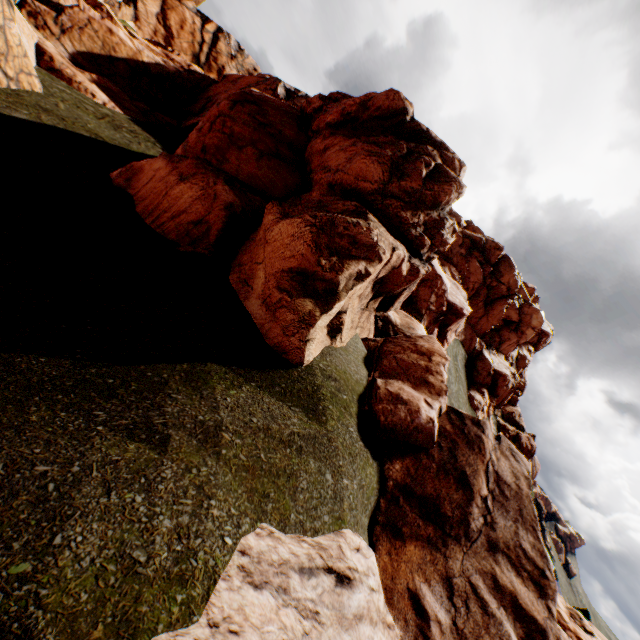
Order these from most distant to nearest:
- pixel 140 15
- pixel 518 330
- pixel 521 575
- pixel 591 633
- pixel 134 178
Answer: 1. pixel 518 330
2. pixel 140 15
3. pixel 591 633
4. pixel 134 178
5. pixel 521 575
